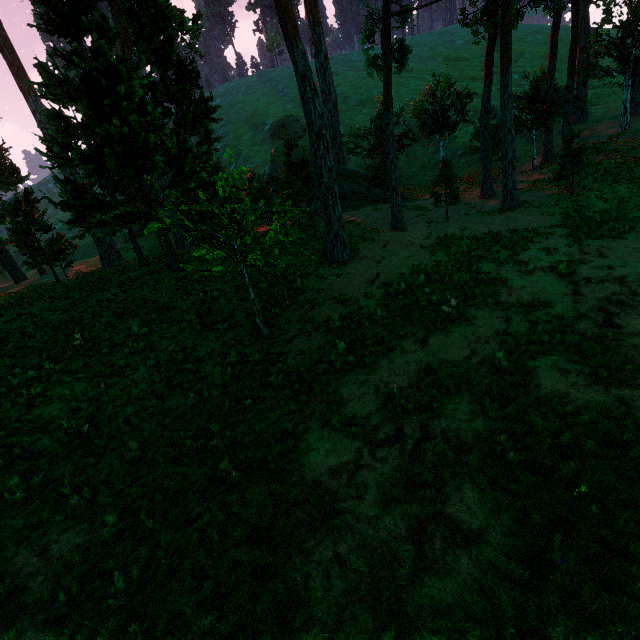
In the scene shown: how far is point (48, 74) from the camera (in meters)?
11.70
